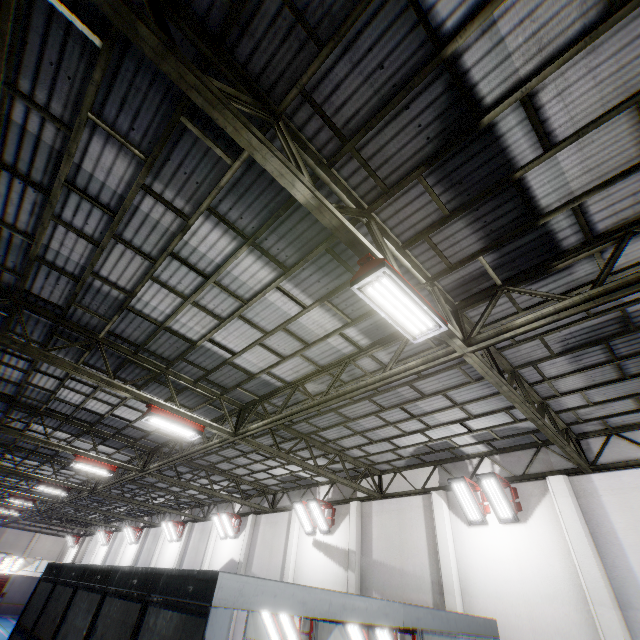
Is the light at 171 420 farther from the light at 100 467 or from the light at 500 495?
the light at 500 495

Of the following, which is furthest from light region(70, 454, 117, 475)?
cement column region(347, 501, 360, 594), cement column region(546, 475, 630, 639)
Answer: cement column region(546, 475, 630, 639)

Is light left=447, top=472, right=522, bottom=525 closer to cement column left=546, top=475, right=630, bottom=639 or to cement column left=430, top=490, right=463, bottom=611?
cement column left=546, top=475, right=630, bottom=639

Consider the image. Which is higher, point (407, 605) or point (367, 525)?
point (367, 525)

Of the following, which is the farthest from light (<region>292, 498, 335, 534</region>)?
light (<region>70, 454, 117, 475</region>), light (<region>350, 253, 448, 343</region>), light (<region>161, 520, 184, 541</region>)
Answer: light (<region>161, 520, 184, 541</region>)

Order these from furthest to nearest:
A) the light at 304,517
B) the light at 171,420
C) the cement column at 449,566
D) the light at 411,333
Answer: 1. the light at 304,517
2. the cement column at 449,566
3. the light at 171,420
4. the light at 411,333

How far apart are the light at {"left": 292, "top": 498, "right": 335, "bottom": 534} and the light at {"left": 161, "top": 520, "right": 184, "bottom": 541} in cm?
1448

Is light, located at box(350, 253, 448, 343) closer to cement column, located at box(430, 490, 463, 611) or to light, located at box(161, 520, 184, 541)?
cement column, located at box(430, 490, 463, 611)
